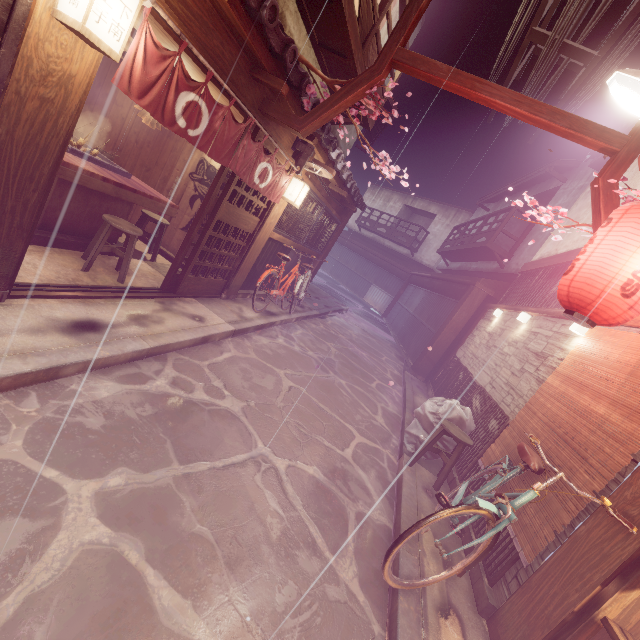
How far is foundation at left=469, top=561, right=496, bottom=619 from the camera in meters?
4.9 m

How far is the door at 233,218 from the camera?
8.4m

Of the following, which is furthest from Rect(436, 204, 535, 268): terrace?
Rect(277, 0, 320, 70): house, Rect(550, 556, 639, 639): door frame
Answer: Rect(550, 556, 639, 639): door frame

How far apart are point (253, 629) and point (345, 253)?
47.3 meters

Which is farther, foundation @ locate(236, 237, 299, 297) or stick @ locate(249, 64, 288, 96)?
foundation @ locate(236, 237, 299, 297)

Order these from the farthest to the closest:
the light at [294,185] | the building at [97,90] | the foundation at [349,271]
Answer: the foundation at [349,271]
the building at [97,90]
the light at [294,185]

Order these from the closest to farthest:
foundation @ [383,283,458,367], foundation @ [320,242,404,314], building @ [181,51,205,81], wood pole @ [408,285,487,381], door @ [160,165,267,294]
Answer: building @ [181,51,205,81], door @ [160,165,267,294], wood pole @ [408,285,487,381], foundation @ [383,283,458,367], foundation @ [320,242,404,314]

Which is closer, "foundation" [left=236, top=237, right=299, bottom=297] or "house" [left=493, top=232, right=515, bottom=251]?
"foundation" [left=236, top=237, right=299, bottom=297]
